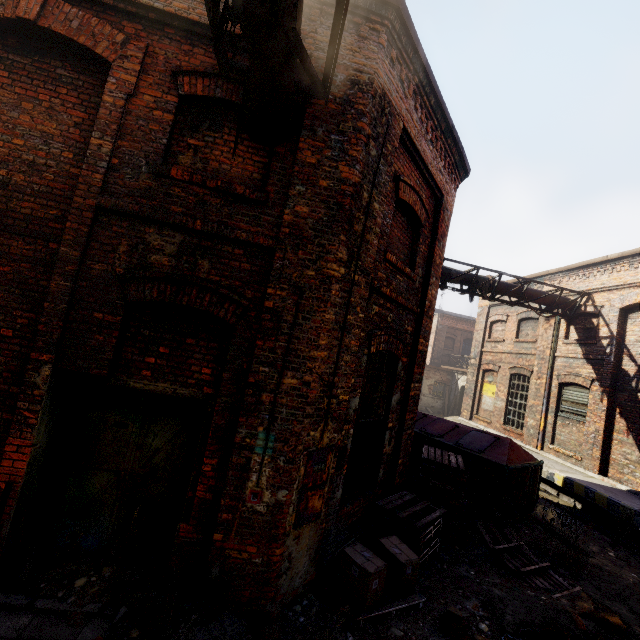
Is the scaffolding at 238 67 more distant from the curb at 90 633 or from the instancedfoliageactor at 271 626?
the curb at 90 633

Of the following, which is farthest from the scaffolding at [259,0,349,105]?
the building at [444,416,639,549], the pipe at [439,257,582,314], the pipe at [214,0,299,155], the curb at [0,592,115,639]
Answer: the building at [444,416,639,549]

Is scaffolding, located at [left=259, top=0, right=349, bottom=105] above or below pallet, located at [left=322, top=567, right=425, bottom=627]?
above

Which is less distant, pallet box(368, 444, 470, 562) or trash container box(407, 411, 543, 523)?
pallet box(368, 444, 470, 562)

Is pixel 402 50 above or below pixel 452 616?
above

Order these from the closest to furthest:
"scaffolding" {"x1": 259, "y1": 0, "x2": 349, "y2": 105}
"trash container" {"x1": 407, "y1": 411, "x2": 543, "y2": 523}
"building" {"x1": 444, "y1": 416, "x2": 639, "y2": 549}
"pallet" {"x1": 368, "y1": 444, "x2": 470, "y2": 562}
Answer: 1. "scaffolding" {"x1": 259, "y1": 0, "x2": 349, "y2": 105}
2. "pallet" {"x1": 368, "y1": 444, "x2": 470, "y2": 562}
3. "trash container" {"x1": 407, "y1": 411, "x2": 543, "y2": 523}
4. "building" {"x1": 444, "y1": 416, "x2": 639, "y2": 549}

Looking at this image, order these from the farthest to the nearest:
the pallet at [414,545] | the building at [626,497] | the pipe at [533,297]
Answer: the pipe at [533,297] < the building at [626,497] < the pallet at [414,545]

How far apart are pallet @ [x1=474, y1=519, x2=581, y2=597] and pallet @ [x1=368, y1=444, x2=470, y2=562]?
0.5m
